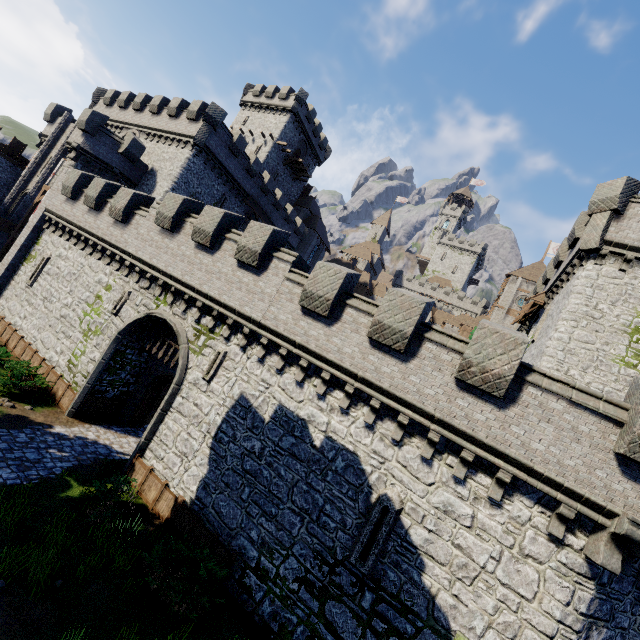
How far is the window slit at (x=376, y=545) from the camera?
9.5m

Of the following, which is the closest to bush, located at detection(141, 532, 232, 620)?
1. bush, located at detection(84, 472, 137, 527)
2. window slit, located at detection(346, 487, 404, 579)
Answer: bush, located at detection(84, 472, 137, 527)

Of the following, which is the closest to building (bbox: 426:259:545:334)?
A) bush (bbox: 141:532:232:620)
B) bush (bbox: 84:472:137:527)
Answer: bush (bbox: 141:532:232:620)

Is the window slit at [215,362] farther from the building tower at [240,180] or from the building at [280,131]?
the building at [280,131]

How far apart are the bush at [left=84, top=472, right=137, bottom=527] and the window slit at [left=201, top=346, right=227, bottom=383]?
4.0 meters

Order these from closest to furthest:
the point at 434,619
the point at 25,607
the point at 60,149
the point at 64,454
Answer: the point at 25,607 → the point at 434,619 → the point at 64,454 → the point at 60,149

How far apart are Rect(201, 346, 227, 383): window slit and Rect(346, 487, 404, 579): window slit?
7.68m

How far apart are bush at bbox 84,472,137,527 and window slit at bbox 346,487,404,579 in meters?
7.5
